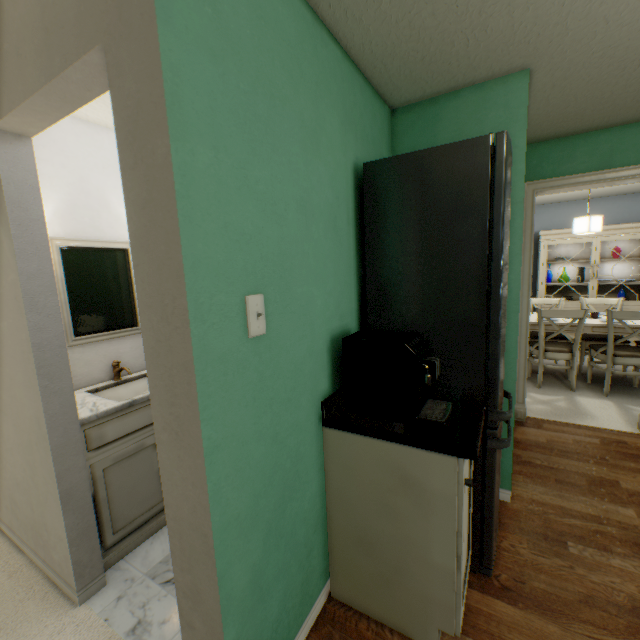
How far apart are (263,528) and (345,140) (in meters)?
1.63

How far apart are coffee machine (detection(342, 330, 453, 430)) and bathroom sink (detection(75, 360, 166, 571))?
1.2m

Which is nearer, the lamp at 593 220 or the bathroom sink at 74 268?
the bathroom sink at 74 268

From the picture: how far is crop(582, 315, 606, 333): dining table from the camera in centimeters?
365cm

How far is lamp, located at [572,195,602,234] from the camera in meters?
3.8

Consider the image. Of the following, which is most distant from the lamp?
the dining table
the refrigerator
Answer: the refrigerator

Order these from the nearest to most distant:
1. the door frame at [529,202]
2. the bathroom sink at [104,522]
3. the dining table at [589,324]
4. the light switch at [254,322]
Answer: the light switch at [254,322]
the bathroom sink at [104,522]
the door frame at [529,202]
the dining table at [589,324]

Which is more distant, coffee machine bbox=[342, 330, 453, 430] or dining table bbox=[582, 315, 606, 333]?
dining table bbox=[582, 315, 606, 333]
